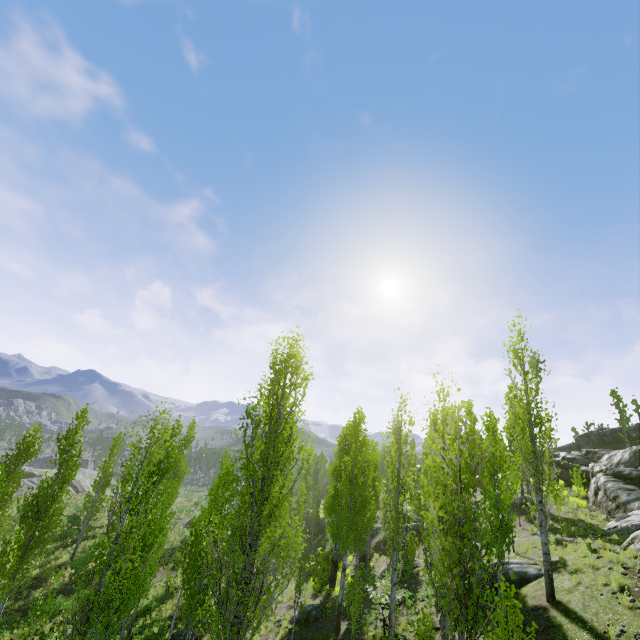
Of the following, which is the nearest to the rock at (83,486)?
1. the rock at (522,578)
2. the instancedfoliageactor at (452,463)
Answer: the instancedfoliageactor at (452,463)

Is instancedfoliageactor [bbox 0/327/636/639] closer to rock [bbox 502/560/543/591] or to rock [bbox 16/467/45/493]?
rock [bbox 16/467/45/493]

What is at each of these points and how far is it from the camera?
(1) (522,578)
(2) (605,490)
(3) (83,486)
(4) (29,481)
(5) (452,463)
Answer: (1) rock, 13.2 meters
(2) rock, 23.1 meters
(3) rock, 46.9 meters
(4) rock, 44.8 meters
(5) instancedfoliageactor, 6.2 meters

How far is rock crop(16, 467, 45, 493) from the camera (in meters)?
41.75

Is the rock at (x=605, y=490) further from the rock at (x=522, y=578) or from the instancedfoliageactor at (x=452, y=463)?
the rock at (x=522, y=578)

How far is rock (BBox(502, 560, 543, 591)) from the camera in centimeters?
1310cm

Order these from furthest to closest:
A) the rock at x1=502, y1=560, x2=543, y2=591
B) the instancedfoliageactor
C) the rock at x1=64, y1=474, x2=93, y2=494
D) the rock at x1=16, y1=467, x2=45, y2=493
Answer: the rock at x1=64, y1=474, x2=93, y2=494
the rock at x1=16, y1=467, x2=45, y2=493
the rock at x1=502, y1=560, x2=543, y2=591
the instancedfoliageactor
